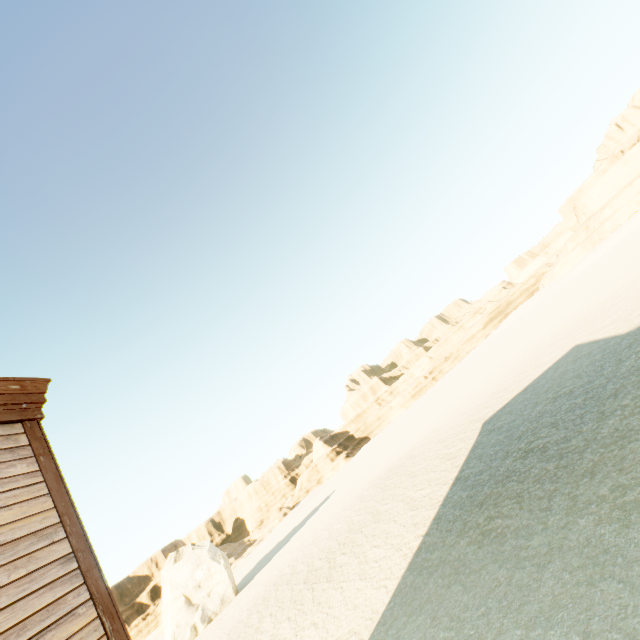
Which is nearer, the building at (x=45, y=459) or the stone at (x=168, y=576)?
the building at (x=45, y=459)

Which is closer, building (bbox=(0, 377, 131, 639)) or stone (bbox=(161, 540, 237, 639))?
building (bbox=(0, 377, 131, 639))

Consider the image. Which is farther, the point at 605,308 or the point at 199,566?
the point at 199,566
